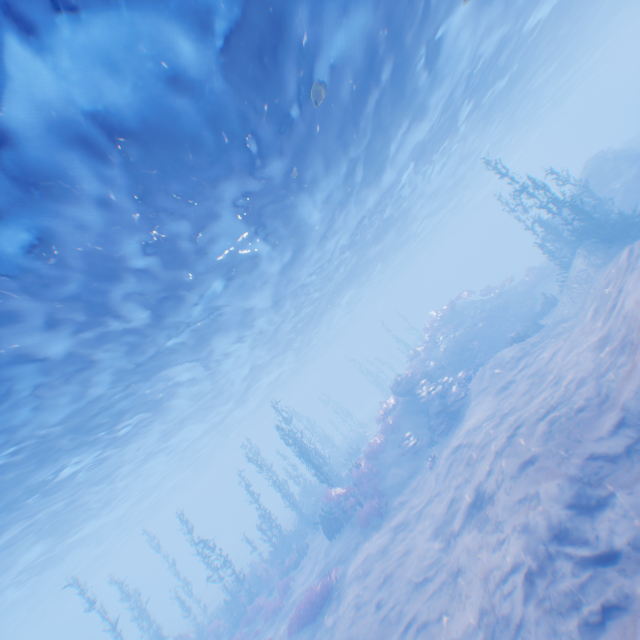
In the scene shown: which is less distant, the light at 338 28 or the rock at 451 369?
the light at 338 28

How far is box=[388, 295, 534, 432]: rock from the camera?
18.2m

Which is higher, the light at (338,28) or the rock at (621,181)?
the light at (338,28)

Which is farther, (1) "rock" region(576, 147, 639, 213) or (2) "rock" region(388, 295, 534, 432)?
(1) "rock" region(576, 147, 639, 213)

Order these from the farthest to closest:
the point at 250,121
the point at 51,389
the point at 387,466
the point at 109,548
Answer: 1. the point at 109,548
2. the point at 387,466
3. the point at 51,389
4. the point at 250,121

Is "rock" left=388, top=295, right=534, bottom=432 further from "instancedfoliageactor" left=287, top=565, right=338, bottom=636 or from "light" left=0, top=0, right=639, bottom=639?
"light" left=0, top=0, right=639, bottom=639

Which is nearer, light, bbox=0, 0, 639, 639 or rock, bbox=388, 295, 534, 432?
light, bbox=0, 0, 639, 639

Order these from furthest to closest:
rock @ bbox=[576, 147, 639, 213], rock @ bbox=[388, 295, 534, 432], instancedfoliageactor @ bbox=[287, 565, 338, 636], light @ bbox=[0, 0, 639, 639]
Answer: rock @ bbox=[576, 147, 639, 213] < rock @ bbox=[388, 295, 534, 432] < instancedfoliageactor @ bbox=[287, 565, 338, 636] < light @ bbox=[0, 0, 639, 639]
